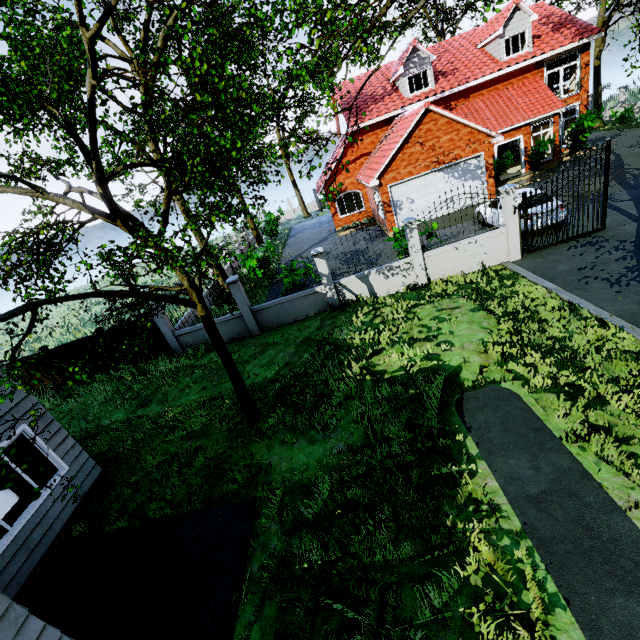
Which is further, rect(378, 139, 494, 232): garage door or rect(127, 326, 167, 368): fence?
rect(378, 139, 494, 232): garage door

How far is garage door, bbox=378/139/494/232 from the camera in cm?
1688

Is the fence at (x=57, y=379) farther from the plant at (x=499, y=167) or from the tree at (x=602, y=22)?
the plant at (x=499, y=167)

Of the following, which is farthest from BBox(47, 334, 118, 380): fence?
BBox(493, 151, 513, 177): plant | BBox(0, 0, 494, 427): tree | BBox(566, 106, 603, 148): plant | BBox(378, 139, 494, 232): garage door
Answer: BBox(566, 106, 603, 148): plant

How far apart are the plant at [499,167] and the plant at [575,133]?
4.9m

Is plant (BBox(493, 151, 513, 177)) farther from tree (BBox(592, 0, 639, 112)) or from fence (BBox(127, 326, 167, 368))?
fence (BBox(127, 326, 167, 368))

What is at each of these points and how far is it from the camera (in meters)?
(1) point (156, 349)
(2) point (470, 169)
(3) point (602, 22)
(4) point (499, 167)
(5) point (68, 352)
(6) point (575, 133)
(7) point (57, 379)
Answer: (1) fence, 12.99
(2) garage door, 17.20
(3) tree, 24.02
(4) plant, 19.67
(5) fence, 13.00
(6) plant, 20.67
(7) fence, 13.59

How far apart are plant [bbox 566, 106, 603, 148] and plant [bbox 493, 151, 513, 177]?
4.9m
